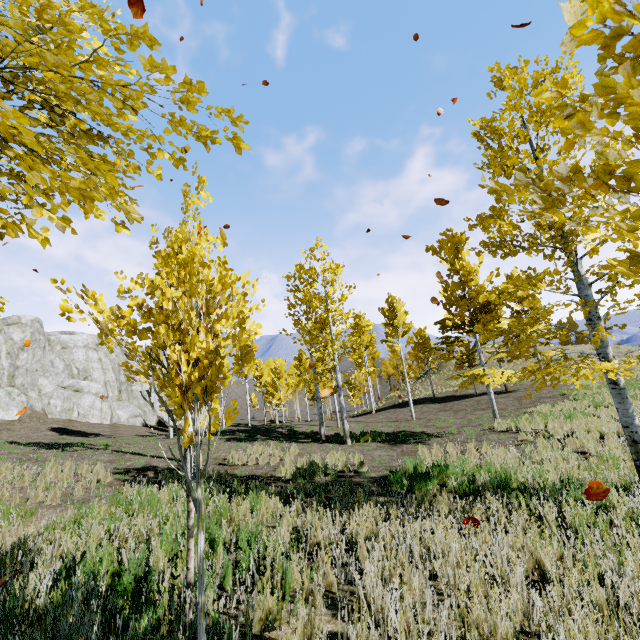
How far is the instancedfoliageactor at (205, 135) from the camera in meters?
2.0

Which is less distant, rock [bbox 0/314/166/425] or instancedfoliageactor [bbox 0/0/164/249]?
instancedfoliageactor [bbox 0/0/164/249]

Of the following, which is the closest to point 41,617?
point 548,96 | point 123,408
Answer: point 548,96

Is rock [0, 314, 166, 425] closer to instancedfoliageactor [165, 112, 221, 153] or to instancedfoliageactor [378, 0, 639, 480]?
instancedfoliageactor [165, 112, 221, 153]

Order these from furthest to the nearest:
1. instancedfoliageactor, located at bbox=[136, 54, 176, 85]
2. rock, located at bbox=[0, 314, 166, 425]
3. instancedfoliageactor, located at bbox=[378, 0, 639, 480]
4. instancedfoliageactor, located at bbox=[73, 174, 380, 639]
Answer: rock, located at bbox=[0, 314, 166, 425]
instancedfoliageactor, located at bbox=[73, 174, 380, 639]
instancedfoliageactor, located at bbox=[136, 54, 176, 85]
instancedfoliageactor, located at bbox=[378, 0, 639, 480]

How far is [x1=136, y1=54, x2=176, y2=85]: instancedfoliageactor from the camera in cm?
167
